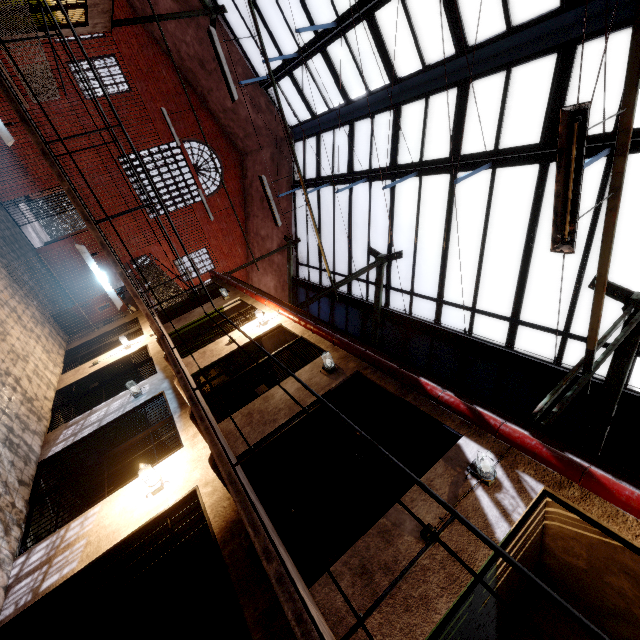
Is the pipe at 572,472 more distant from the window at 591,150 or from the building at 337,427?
the window at 591,150

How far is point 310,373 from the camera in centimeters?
593cm

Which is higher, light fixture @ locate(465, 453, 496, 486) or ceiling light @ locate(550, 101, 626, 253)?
ceiling light @ locate(550, 101, 626, 253)

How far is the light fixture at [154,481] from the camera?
4.5m

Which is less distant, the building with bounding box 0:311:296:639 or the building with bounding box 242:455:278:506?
the building with bounding box 0:311:296:639

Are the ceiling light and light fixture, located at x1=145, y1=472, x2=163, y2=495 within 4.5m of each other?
no

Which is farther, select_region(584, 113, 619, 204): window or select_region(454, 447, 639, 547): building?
select_region(584, 113, 619, 204): window

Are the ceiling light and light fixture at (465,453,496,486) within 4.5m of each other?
yes
